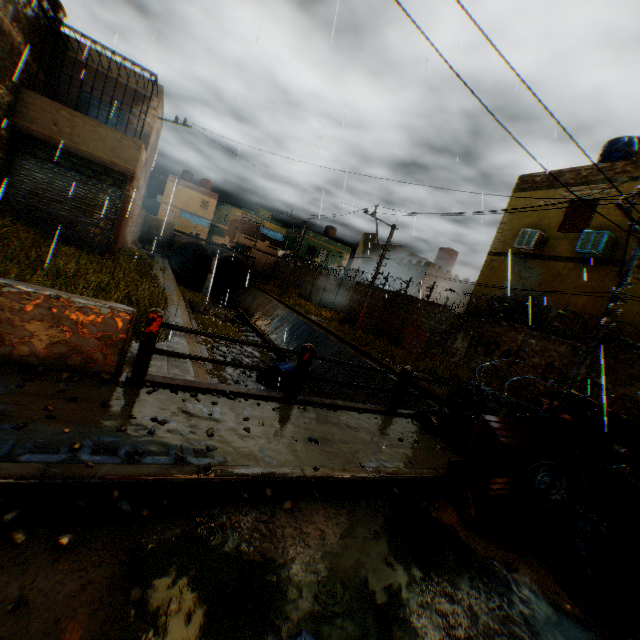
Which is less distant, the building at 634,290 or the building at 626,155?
the building at 634,290

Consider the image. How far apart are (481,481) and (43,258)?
9.27m

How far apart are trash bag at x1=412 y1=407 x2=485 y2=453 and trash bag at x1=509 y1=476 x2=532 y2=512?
0.6 meters

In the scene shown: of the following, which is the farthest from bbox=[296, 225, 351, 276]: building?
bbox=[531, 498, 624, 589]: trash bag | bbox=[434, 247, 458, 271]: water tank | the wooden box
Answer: the wooden box

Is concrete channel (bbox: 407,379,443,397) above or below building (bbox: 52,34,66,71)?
below

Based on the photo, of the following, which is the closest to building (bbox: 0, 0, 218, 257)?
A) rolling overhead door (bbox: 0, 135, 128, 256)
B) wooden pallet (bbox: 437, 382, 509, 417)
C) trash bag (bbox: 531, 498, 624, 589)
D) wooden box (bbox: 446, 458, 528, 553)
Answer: rolling overhead door (bbox: 0, 135, 128, 256)

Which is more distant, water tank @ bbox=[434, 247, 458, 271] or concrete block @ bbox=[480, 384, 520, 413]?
water tank @ bbox=[434, 247, 458, 271]

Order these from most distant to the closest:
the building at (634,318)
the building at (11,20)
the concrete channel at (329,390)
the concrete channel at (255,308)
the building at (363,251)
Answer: the building at (363,251), the concrete channel at (255,308), the concrete channel at (329,390), the building at (634,318), the building at (11,20)
